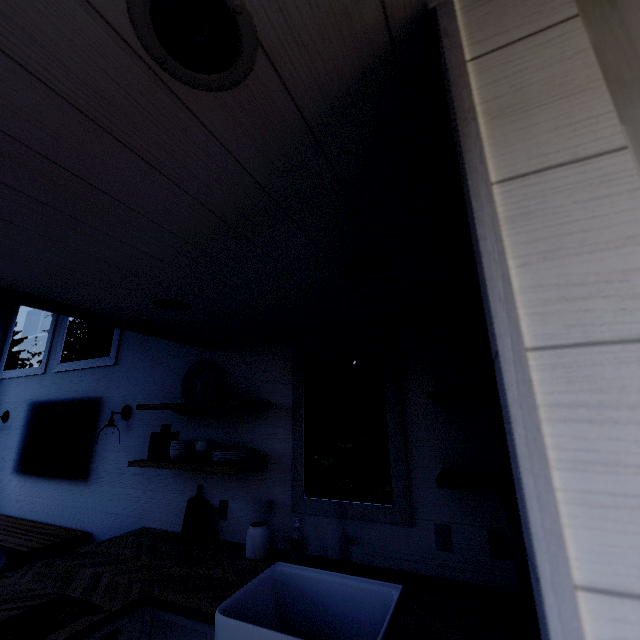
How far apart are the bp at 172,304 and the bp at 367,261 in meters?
1.0

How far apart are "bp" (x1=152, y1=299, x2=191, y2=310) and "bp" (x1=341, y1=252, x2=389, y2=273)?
1.0 meters

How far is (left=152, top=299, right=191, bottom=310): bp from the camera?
1.85m

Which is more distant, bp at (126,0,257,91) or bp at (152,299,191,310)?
bp at (152,299,191,310)

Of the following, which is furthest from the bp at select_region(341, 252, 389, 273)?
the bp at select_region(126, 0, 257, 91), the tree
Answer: the bp at select_region(126, 0, 257, 91)

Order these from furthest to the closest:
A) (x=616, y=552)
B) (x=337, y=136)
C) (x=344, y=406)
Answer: (x=344, y=406) < (x=337, y=136) < (x=616, y=552)

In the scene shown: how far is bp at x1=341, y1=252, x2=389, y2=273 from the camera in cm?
137

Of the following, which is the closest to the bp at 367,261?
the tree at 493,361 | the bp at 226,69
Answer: the tree at 493,361
